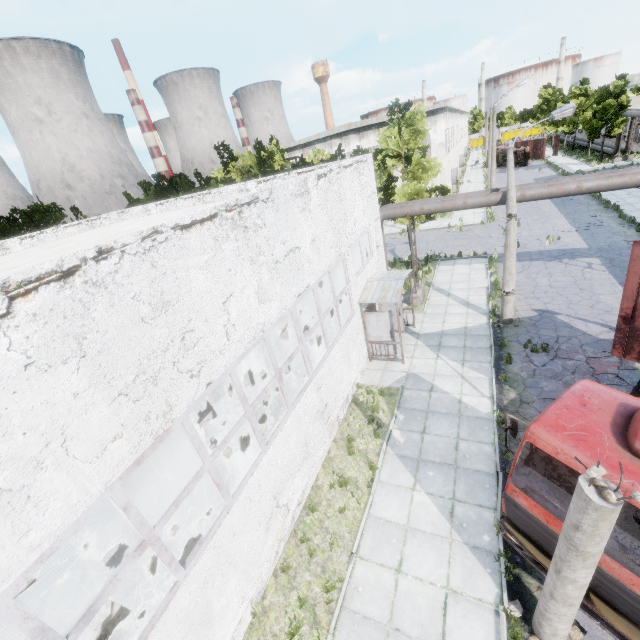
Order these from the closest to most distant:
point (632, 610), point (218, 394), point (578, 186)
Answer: point (632, 610)
point (578, 186)
point (218, 394)

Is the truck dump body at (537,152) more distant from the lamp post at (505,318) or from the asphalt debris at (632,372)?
the asphalt debris at (632,372)

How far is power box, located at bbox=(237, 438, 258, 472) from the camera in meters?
7.4

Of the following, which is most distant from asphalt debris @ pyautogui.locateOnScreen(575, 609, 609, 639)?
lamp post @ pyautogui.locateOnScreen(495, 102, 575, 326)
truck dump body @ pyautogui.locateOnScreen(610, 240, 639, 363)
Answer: lamp post @ pyautogui.locateOnScreen(495, 102, 575, 326)

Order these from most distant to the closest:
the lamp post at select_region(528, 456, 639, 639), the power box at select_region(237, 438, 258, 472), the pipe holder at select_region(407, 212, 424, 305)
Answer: the pipe holder at select_region(407, 212, 424, 305) → the power box at select_region(237, 438, 258, 472) → the lamp post at select_region(528, 456, 639, 639)

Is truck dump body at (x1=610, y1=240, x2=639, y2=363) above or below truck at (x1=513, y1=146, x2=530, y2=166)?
above

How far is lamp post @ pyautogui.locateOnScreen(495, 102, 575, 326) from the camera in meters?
13.0

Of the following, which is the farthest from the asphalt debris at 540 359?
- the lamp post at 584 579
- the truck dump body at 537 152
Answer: the truck dump body at 537 152
